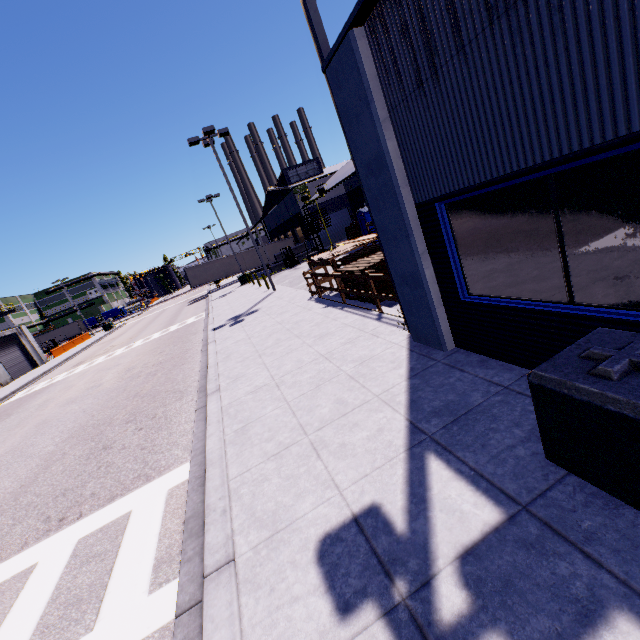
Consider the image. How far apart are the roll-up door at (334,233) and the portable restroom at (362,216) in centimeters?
1179cm

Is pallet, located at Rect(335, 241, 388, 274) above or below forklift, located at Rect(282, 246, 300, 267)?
above

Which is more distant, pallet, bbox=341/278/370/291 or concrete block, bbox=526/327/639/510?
pallet, bbox=341/278/370/291

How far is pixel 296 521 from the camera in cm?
344

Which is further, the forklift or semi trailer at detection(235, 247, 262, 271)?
semi trailer at detection(235, 247, 262, 271)

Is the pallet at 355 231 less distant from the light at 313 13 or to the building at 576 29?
the building at 576 29

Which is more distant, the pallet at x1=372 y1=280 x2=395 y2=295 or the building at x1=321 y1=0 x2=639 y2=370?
the pallet at x1=372 y1=280 x2=395 y2=295

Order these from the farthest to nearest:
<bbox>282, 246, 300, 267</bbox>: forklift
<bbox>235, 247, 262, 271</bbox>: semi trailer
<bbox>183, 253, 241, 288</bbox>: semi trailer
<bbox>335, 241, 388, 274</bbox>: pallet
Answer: <bbox>235, 247, 262, 271</bbox>: semi trailer < <bbox>183, 253, 241, 288</bbox>: semi trailer < <bbox>282, 246, 300, 267</bbox>: forklift < <bbox>335, 241, 388, 274</bbox>: pallet
